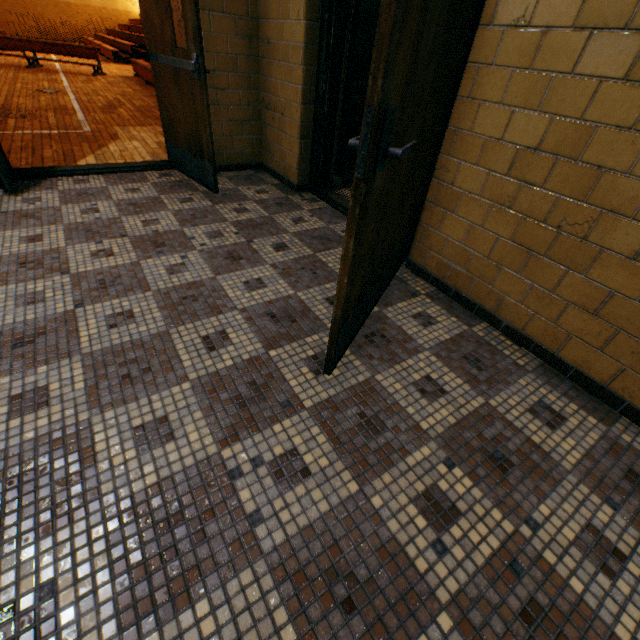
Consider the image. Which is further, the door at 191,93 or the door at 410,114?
the door at 191,93

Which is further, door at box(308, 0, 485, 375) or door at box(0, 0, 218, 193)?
door at box(0, 0, 218, 193)

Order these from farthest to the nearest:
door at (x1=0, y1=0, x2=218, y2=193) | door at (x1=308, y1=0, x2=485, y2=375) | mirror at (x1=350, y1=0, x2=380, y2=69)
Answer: mirror at (x1=350, y1=0, x2=380, y2=69), door at (x1=0, y1=0, x2=218, y2=193), door at (x1=308, y1=0, x2=485, y2=375)

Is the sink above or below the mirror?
below

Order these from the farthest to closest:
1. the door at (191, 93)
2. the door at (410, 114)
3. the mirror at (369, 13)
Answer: the mirror at (369, 13), the door at (191, 93), the door at (410, 114)

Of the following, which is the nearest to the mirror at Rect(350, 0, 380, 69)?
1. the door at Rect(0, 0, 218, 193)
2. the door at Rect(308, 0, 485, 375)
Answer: the door at Rect(308, 0, 485, 375)

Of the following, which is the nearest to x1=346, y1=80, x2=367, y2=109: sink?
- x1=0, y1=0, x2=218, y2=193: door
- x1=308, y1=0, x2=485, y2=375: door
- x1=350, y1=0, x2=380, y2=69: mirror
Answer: x1=350, y1=0, x2=380, y2=69: mirror

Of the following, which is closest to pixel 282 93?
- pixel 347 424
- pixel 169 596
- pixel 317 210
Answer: pixel 317 210
